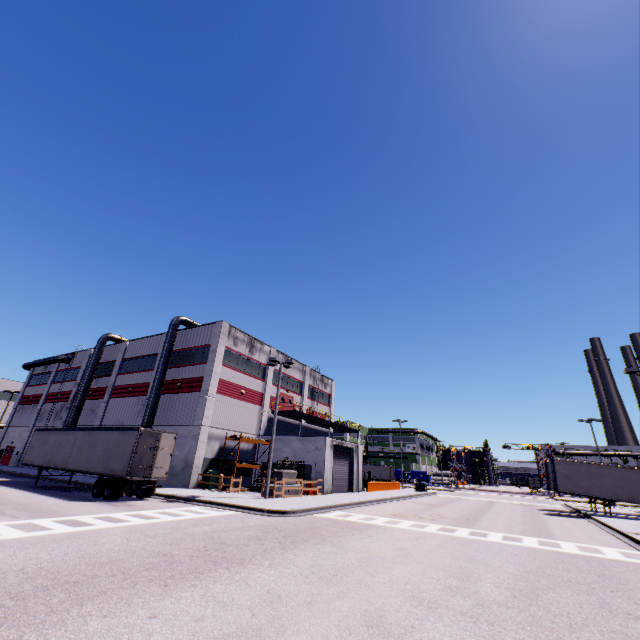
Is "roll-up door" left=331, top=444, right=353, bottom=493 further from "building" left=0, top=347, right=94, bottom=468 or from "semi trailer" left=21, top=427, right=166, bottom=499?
"semi trailer" left=21, top=427, right=166, bottom=499

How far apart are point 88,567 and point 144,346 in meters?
33.7

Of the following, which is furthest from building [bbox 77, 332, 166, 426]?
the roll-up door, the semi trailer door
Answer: the semi trailer door

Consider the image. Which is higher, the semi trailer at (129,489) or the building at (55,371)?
the building at (55,371)

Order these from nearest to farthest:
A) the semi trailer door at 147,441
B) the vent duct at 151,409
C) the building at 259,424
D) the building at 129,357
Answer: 1. the semi trailer door at 147,441
2. the building at 259,424
3. the vent duct at 151,409
4. the building at 129,357

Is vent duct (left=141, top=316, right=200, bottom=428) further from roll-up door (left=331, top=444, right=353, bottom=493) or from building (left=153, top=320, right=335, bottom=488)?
roll-up door (left=331, top=444, right=353, bottom=493)

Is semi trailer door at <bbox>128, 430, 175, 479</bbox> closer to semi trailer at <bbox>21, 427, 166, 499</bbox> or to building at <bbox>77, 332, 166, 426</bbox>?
semi trailer at <bbox>21, 427, 166, 499</bbox>

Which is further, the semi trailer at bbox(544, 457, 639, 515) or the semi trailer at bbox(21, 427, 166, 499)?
the semi trailer at bbox(544, 457, 639, 515)
